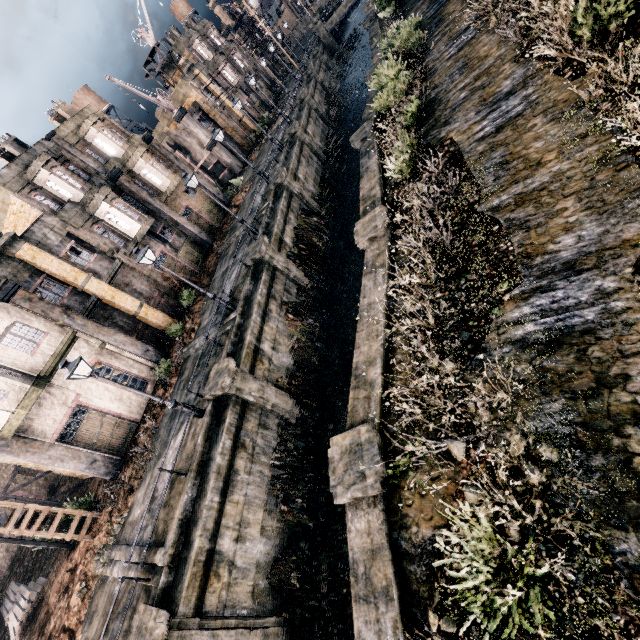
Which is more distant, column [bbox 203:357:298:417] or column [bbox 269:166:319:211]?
column [bbox 269:166:319:211]

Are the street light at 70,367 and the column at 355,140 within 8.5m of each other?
no

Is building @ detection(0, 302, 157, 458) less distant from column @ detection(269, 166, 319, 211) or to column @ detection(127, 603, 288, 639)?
column @ detection(269, 166, 319, 211)

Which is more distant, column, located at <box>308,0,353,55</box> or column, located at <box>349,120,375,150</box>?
column, located at <box>308,0,353,55</box>

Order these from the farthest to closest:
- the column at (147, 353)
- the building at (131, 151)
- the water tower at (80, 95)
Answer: the water tower at (80, 95) < the building at (131, 151) < the column at (147, 353)

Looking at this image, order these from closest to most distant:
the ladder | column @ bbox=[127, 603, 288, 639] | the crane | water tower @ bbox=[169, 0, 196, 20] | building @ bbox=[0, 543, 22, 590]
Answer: column @ bbox=[127, 603, 288, 639] → the ladder → building @ bbox=[0, 543, 22, 590] → the crane → water tower @ bbox=[169, 0, 196, 20]

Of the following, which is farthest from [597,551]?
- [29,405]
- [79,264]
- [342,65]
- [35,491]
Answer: [342,65]

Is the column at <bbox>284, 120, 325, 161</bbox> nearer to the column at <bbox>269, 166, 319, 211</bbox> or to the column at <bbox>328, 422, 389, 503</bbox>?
the column at <bbox>269, 166, 319, 211</bbox>
